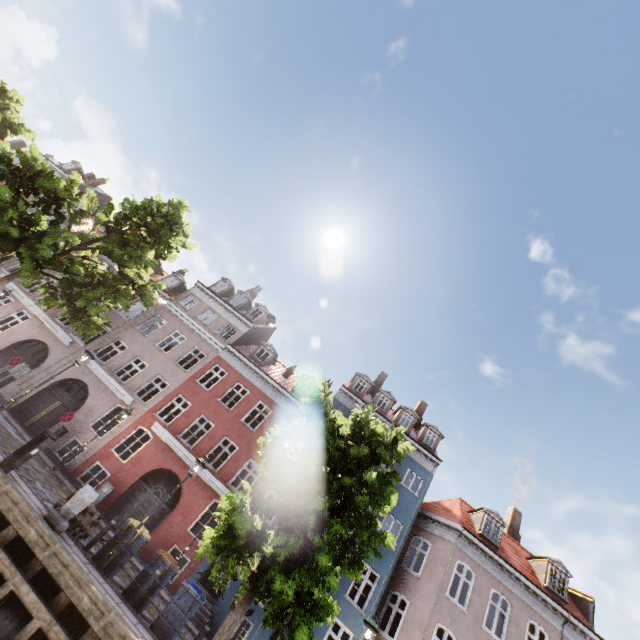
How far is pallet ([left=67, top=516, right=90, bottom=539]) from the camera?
9.52m

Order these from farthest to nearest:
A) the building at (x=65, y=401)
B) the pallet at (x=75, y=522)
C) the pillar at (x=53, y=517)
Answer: the building at (x=65, y=401) < the pallet at (x=75, y=522) < the pillar at (x=53, y=517)

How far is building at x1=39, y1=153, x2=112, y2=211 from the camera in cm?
3048

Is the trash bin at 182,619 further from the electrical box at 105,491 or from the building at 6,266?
the electrical box at 105,491

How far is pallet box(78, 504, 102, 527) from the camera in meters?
9.6

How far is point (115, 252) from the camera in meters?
12.5 m

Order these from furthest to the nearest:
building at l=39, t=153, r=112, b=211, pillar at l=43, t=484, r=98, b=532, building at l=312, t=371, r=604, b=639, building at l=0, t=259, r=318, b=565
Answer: building at l=39, t=153, r=112, b=211 → building at l=0, t=259, r=318, b=565 → building at l=312, t=371, r=604, b=639 → pillar at l=43, t=484, r=98, b=532

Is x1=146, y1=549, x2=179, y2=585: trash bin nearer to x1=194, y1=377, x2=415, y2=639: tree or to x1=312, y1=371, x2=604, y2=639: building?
x1=194, y1=377, x2=415, y2=639: tree
